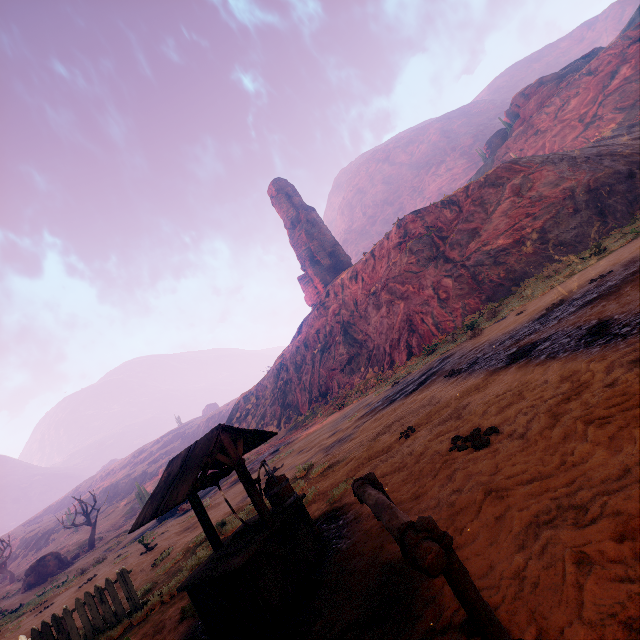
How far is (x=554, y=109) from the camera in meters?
47.5

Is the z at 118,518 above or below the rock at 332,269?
below

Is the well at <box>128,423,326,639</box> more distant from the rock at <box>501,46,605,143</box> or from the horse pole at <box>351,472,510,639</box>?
the rock at <box>501,46,605,143</box>

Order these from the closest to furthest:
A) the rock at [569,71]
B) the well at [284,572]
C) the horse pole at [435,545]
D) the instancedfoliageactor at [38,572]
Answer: the horse pole at [435,545] < the well at [284,572] < the instancedfoliageactor at [38,572] < the rock at [569,71]

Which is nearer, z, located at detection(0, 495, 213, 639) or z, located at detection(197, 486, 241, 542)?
z, located at detection(0, 495, 213, 639)

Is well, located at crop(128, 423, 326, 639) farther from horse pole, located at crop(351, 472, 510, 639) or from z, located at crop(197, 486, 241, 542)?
horse pole, located at crop(351, 472, 510, 639)

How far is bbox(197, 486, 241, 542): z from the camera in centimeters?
905cm

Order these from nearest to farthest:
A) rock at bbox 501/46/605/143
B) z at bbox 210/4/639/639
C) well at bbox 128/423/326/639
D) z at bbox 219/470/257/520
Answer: z at bbox 210/4/639/639
well at bbox 128/423/326/639
z at bbox 219/470/257/520
rock at bbox 501/46/605/143
